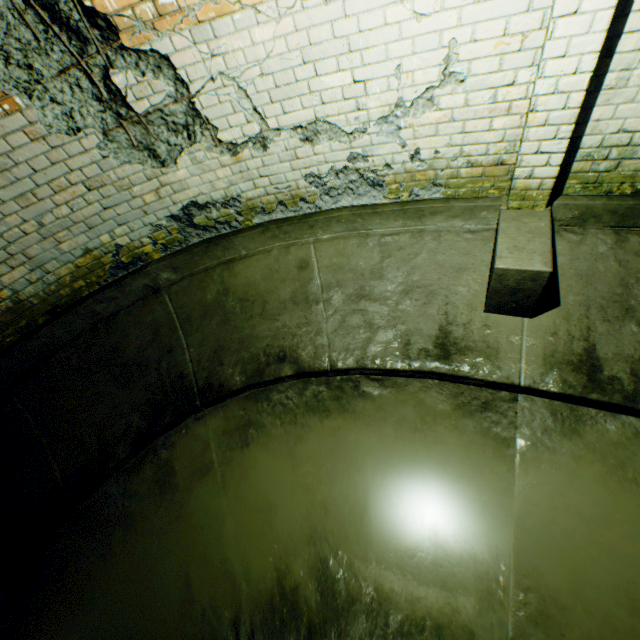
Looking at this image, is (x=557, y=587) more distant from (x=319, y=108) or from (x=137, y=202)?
(x=137, y=202)
